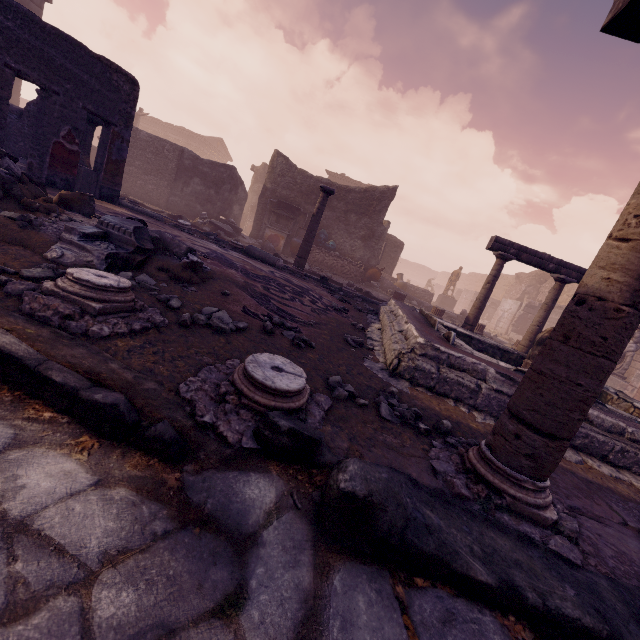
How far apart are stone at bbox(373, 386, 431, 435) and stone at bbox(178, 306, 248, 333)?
1.3m

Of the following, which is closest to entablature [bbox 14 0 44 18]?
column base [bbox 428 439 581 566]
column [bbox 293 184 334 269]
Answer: column [bbox 293 184 334 269]

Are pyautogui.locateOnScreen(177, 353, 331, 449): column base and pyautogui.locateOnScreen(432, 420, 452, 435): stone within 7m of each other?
yes

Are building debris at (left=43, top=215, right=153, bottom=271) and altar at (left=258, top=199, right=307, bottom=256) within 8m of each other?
no

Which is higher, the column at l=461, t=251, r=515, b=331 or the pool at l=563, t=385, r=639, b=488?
the column at l=461, t=251, r=515, b=331

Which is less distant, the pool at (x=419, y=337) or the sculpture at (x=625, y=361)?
the pool at (x=419, y=337)

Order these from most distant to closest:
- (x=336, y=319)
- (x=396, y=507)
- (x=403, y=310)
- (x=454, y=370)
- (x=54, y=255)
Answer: (x=403, y=310) < (x=336, y=319) < (x=454, y=370) < (x=54, y=255) < (x=396, y=507)

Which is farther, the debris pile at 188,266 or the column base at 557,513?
the debris pile at 188,266
